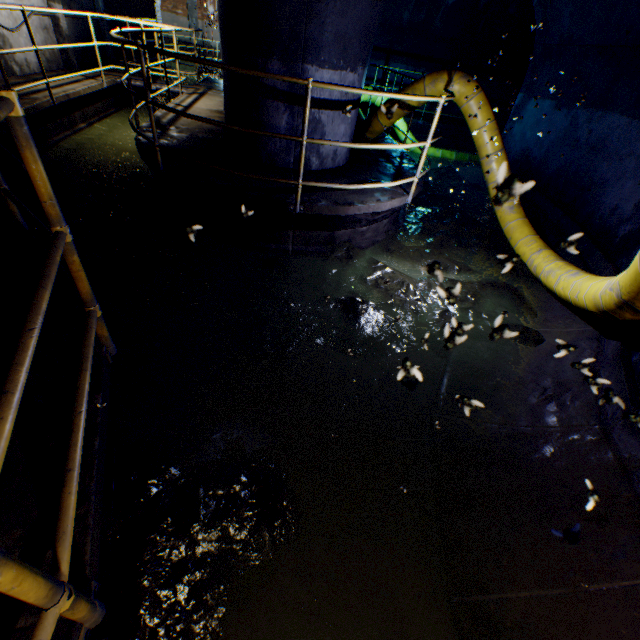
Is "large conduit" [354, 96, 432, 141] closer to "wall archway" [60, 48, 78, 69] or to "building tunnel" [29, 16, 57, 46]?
"building tunnel" [29, 16, 57, 46]

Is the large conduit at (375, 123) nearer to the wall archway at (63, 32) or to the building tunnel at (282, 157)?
the building tunnel at (282, 157)

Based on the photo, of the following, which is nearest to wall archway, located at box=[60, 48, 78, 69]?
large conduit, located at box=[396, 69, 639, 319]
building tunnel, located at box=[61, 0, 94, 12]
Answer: building tunnel, located at box=[61, 0, 94, 12]

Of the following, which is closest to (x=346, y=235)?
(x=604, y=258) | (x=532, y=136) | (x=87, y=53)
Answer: (x=604, y=258)

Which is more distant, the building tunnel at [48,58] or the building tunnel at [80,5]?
the building tunnel at [80,5]

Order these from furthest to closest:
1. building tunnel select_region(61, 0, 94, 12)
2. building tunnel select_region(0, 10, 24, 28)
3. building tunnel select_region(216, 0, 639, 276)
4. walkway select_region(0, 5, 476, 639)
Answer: building tunnel select_region(61, 0, 94, 12), building tunnel select_region(0, 10, 24, 28), building tunnel select_region(216, 0, 639, 276), walkway select_region(0, 5, 476, 639)
